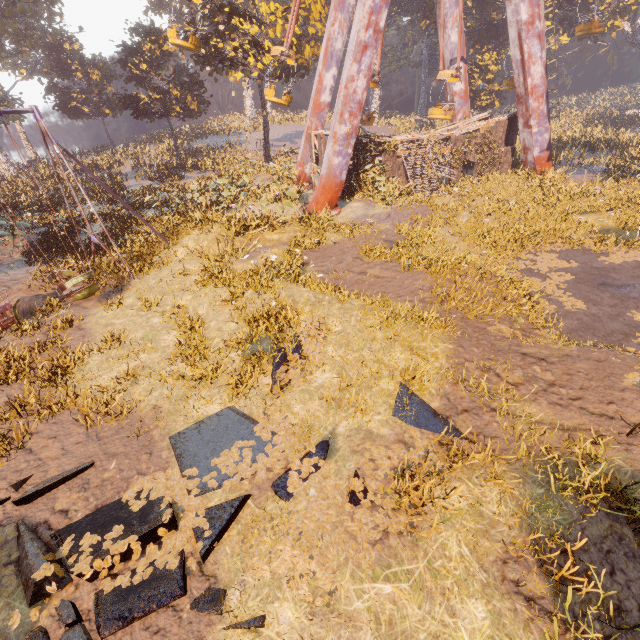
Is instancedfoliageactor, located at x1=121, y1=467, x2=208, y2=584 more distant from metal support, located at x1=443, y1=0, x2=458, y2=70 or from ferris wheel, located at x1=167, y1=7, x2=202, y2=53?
ferris wheel, located at x1=167, y1=7, x2=202, y2=53

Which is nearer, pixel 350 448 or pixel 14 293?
pixel 350 448

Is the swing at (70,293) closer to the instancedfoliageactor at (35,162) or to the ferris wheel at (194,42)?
the ferris wheel at (194,42)

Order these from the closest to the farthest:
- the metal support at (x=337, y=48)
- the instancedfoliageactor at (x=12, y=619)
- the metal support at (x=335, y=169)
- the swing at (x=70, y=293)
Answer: the instancedfoliageactor at (x=12, y=619), the swing at (x=70, y=293), the metal support at (x=335, y=169), the metal support at (x=337, y=48)

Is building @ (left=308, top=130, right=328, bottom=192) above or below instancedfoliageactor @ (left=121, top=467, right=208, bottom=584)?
above

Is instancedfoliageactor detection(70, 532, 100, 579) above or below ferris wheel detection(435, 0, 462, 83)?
below

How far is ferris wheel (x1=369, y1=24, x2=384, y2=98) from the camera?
18.62m

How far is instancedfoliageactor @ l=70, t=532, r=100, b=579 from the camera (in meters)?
4.47
